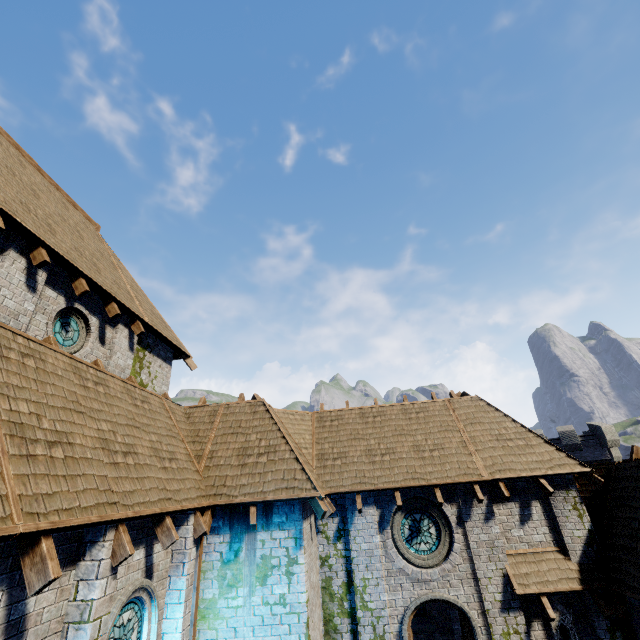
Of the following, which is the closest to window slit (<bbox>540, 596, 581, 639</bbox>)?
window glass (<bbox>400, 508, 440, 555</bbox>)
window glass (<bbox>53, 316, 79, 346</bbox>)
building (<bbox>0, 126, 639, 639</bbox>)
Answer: building (<bbox>0, 126, 639, 639</bbox>)

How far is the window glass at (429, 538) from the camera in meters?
10.6 m

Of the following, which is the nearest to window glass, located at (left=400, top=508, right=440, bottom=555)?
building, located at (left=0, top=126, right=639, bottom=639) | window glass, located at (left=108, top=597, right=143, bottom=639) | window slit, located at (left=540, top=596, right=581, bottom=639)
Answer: building, located at (left=0, top=126, right=639, bottom=639)

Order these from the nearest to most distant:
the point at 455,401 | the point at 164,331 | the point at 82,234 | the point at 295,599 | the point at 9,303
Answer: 1. the point at 9,303
2. the point at 295,599
3. the point at 82,234
4. the point at 164,331
5. the point at 455,401

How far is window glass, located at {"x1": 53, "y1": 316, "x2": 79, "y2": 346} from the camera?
8.8 meters

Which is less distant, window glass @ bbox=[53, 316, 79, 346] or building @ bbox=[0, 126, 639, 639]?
building @ bbox=[0, 126, 639, 639]

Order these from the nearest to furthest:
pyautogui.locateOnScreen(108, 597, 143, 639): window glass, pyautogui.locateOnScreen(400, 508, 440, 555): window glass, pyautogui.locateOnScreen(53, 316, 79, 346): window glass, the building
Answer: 1. the building
2. pyautogui.locateOnScreen(108, 597, 143, 639): window glass
3. pyautogui.locateOnScreen(53, 316, 79, 346): window glass
4. pyautogui.locateOnScreen(400, 508, 440, 555): window glass

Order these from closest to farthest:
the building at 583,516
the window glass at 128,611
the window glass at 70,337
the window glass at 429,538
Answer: the building at 583,516, the window glass at 128,611, the window glass at 70,337, the window glass at 429,538
